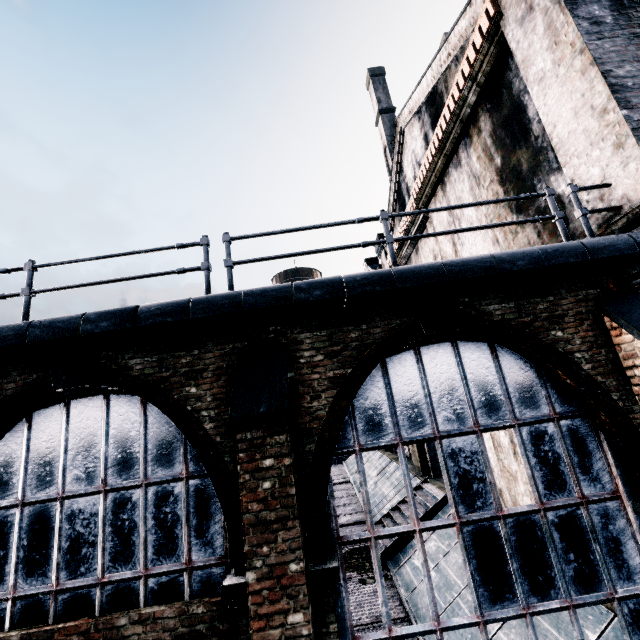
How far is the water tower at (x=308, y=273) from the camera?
42.8m

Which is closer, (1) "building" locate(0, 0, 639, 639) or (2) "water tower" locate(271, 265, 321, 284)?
(1) "building" locate(0, 0, 639, 639)

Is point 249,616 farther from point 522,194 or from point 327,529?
point 522,194

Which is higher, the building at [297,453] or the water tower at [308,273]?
the water tower at [308,273]

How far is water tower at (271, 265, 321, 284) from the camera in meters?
Result: 42.8 m

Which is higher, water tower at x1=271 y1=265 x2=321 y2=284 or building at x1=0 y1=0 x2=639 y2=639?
water tower at x1=271 y1=265 x2=321 y2=284
